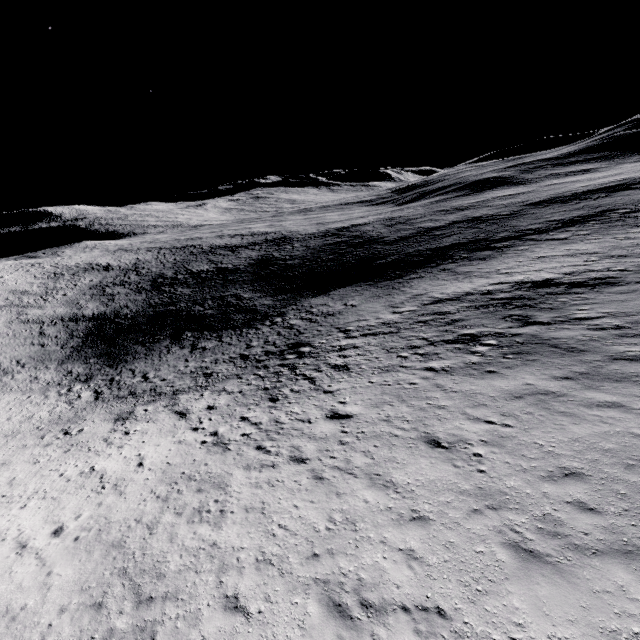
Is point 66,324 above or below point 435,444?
below
